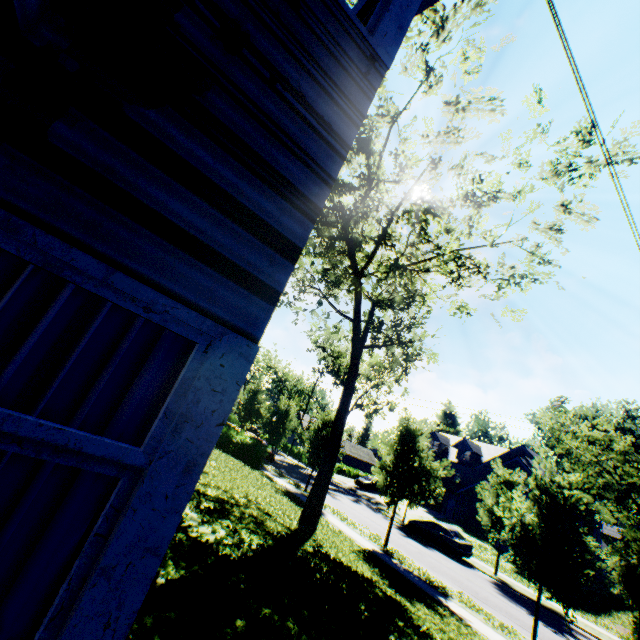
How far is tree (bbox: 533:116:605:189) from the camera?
10.95m

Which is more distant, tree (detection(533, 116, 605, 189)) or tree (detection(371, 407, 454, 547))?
tree (detection(371, 407, 454, 547))

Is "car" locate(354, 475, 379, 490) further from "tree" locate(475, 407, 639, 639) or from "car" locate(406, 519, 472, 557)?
"car" locate(406, 519, 472, 557)

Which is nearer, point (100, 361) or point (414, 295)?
point (100, 361)

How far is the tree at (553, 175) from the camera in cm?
1095

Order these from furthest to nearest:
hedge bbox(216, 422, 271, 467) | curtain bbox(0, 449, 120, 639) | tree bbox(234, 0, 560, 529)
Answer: hedge bbox(216, 422, 271, 467) → tree bbox(234, 0, 560, 529) → curtain bbox(0, 449, 120, 639)

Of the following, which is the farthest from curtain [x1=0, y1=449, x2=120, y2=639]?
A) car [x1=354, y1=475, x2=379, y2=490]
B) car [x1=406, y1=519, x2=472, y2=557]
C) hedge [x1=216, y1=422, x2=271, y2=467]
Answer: car [x1=354, y1=475, x2=379, y2=490]

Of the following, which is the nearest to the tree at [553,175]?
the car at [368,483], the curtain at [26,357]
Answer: the car at [368,483]
